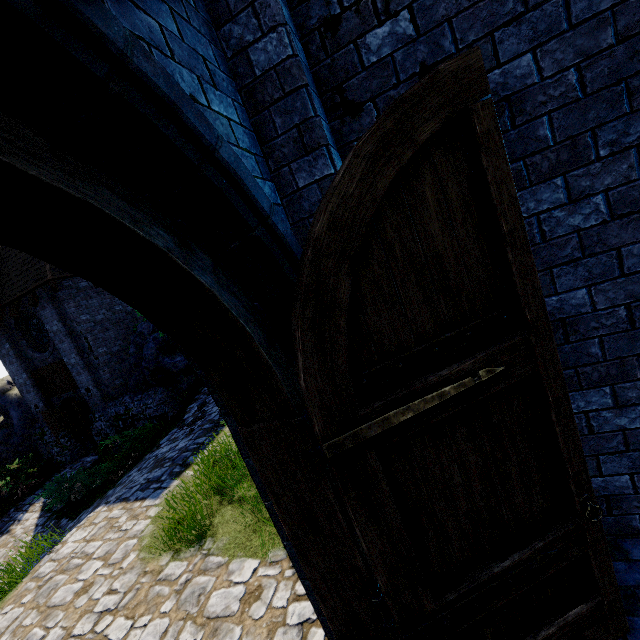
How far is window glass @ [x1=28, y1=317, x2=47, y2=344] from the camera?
14.1m

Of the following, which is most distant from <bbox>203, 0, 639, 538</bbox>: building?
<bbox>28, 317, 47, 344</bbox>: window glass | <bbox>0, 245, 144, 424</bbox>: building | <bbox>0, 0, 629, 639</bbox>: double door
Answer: <bbox>28, 317, 47, 344</bbox>: window glass

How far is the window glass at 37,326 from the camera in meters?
14.1

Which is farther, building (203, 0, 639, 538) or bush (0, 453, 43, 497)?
→ bush (0, 453, 43, 497)

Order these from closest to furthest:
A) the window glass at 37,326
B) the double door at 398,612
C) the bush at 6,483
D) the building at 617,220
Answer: the double door at 398,612, the building at 617,220, the bush at 6,483, the window glass at 37,326

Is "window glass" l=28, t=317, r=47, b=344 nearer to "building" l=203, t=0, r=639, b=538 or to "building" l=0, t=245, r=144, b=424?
"building" l=0, t=245, r=144, b=424

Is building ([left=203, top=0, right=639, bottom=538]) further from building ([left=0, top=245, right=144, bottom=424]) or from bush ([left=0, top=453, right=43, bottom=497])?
bush ([left=0, top=453, right=43, bottom=497])

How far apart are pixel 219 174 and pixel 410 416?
1.3 meters
